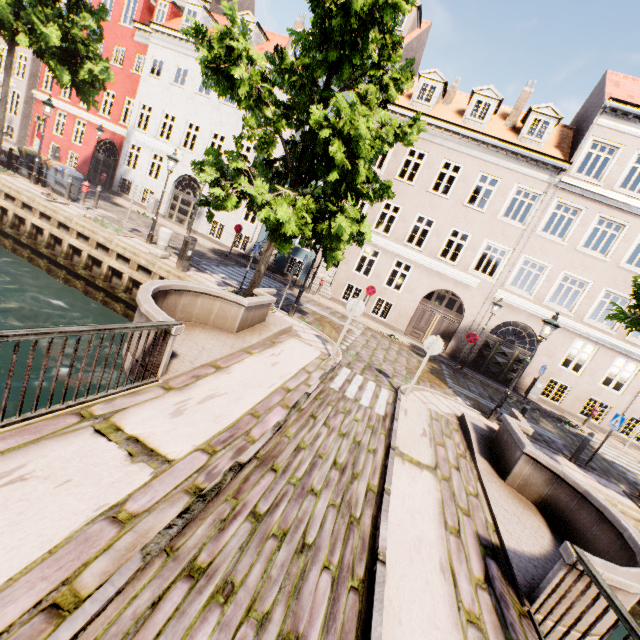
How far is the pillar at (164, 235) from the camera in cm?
1184

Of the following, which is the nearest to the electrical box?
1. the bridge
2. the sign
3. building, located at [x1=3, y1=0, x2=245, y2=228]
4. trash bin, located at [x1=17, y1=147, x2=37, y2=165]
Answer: the bridge

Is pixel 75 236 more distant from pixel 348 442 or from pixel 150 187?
pixel 348 442

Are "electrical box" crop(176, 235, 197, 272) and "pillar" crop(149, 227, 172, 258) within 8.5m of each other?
yes

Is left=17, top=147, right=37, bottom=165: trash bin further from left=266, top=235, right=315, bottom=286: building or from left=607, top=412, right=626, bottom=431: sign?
left=266, top=235, right=315, bottom=286: building

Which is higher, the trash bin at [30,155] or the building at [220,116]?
the building at [220,116]

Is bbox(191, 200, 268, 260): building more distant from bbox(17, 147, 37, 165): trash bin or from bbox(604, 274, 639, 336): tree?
bbox(17, 147, 37, 165): trash bin

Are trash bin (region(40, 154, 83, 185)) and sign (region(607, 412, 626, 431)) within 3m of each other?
no
